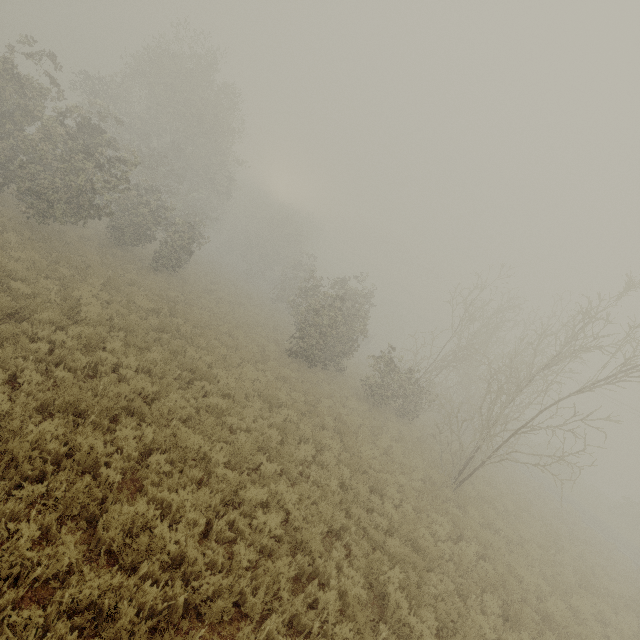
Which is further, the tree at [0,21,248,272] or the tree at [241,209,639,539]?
the tree at [0,21,248,272]

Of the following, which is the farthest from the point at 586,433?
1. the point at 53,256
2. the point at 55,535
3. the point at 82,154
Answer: the point at 82,154

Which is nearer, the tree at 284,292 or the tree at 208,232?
the tree at 284,292
